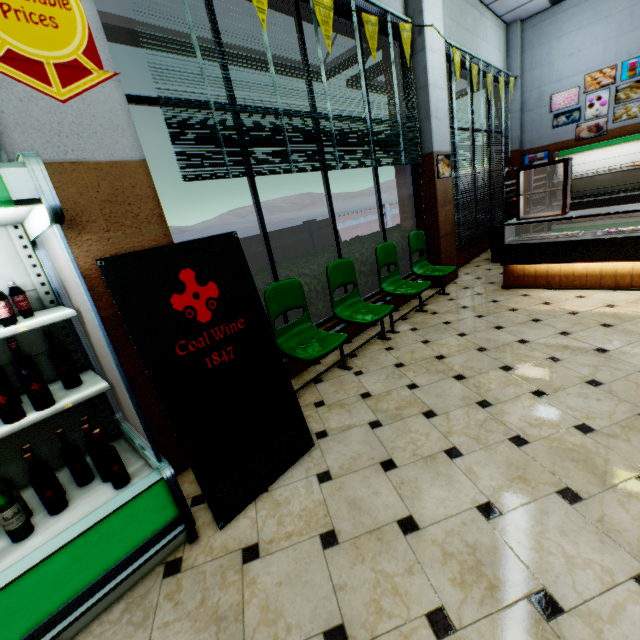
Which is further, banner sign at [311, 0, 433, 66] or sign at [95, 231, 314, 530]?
banner sign at [311, 0, 433, 66]

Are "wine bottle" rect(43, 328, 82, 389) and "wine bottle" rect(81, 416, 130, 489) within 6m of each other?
yes

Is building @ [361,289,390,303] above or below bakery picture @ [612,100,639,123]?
below

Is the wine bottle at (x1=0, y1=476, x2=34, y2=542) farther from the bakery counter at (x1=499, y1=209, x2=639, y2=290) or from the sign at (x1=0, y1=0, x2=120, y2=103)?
the bakery counter at (x1=499, y1=209, x2=639, y2=290)

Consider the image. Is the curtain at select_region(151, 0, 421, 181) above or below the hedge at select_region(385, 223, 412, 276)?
above

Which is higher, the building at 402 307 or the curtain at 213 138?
the curtain at 213 138

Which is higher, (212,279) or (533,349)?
(212,279)

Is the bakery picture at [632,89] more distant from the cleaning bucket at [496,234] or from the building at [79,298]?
the cleaning bucket at [496,234]
